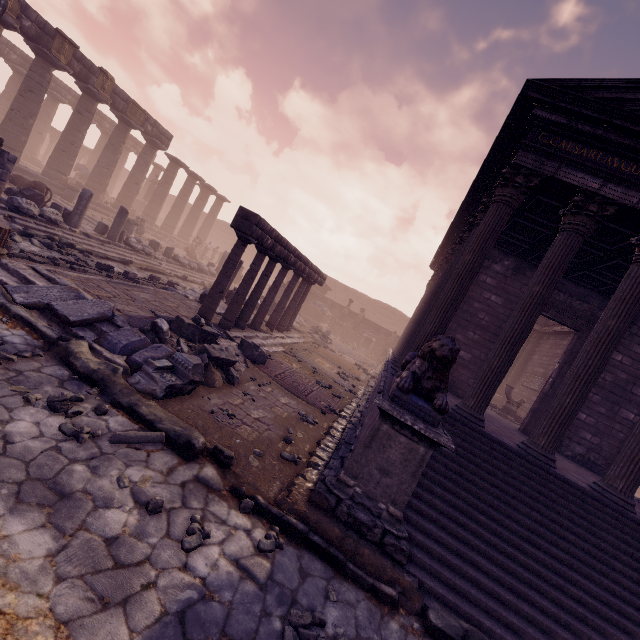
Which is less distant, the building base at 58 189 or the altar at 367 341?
the building base at 58 189

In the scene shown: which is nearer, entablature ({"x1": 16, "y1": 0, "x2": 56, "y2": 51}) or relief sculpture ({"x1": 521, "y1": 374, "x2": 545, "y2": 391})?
entablature ({"x1": 16, "y1": 0, "x2": 56, "y2": 51})

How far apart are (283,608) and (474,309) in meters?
10.2

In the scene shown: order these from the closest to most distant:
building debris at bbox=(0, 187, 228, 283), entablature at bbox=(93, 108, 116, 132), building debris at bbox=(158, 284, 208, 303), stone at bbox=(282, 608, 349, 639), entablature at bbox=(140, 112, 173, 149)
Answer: stone at bbox=(282, 608, 349, 639) → building debris at bbox=(0, 187, 228, 283) → building debris at bbox=(158, 284, 208, 303) → entablature at bbox=(140, 112, 173, 149) → entablature at bbox=(93, 108, 116, 132)

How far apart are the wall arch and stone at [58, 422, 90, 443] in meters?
32.8 m

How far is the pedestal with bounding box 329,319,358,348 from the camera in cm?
2614

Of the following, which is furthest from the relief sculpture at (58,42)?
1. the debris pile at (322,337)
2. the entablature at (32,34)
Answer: the debris pile at (322,337)

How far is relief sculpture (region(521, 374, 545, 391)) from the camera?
15.51m
